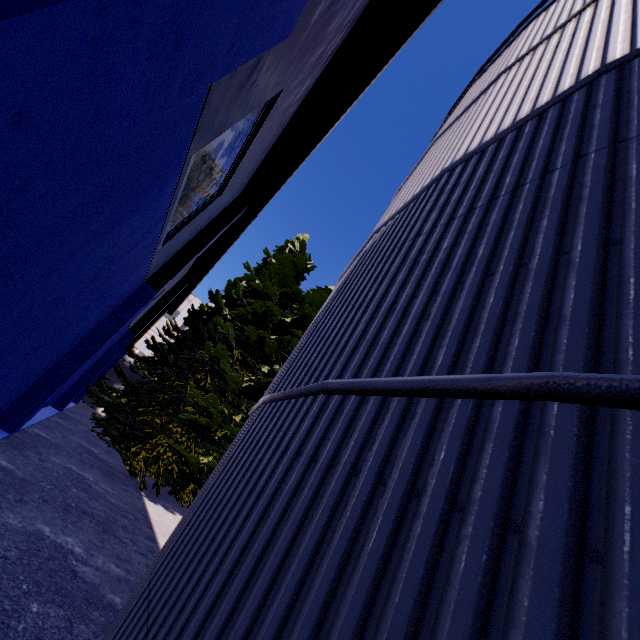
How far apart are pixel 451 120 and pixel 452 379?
7.3m

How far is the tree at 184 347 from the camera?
11.5 meters

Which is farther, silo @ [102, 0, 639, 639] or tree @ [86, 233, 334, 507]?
tree @ [86, 233, 334, 507]

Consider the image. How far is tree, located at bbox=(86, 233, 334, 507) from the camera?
11.5m

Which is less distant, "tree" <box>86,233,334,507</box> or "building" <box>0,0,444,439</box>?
"building" <box>0,0,444,439</box>

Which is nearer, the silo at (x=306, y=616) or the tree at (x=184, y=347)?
the silo at (x=306, y=616)
